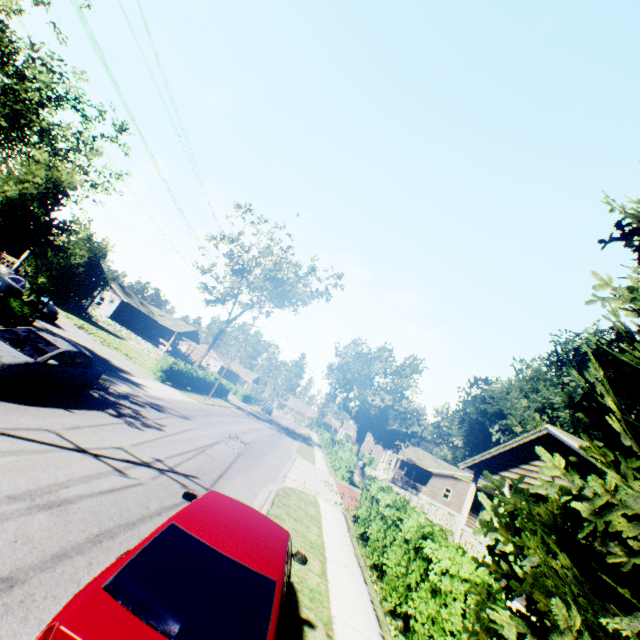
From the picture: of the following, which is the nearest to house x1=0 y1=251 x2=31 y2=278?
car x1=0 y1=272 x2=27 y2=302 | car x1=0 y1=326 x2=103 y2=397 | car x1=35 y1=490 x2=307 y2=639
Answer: car x1=0 y1=272 x2=27 y2=302

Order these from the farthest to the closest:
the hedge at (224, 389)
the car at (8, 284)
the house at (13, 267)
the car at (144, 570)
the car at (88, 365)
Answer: the hedge at (224, 389) → the house at (13, 267) → the car at (8, 284) → the car at (88, 365) → the car at (144, 570)

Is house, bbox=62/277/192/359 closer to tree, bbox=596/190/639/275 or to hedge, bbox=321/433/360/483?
hedge, bbox=321/433/360/483

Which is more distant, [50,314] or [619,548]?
[50,314]

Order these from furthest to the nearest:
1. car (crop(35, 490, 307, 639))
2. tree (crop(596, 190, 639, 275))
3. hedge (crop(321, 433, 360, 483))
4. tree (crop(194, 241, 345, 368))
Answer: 1. tree (crop(194, 241, 345, 368))
2. hedge (crop(321, 433, 360, 483))
3. tree (crop(596, 190, 639, 275))
4. car (crop(35, 490, 307, 639))

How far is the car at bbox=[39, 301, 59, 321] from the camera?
21.7 meters

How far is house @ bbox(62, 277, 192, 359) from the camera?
46.7m

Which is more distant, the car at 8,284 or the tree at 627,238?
the car at 8,284
